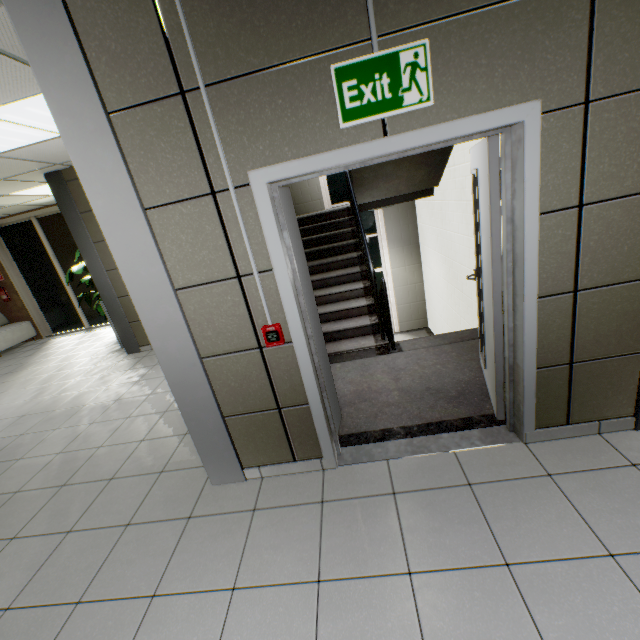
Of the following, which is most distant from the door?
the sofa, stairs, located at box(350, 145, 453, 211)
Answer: the sofa

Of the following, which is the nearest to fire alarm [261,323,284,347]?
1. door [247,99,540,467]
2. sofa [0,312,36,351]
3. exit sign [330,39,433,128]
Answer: door [247,99,540,467]

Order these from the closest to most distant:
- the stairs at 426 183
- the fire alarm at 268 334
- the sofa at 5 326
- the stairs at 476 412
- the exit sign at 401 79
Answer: the exit sign at 401 79
the fire alarm at 268 334
the stairs at 476 412
the stairs at 426 183
the sofa at 5 326

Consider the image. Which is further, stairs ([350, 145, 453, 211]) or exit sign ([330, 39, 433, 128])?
stairs ([350, 145, 453, 211])

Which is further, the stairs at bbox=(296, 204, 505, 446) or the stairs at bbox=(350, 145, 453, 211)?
the stairs at bbox=(350, 145, 453, 211)

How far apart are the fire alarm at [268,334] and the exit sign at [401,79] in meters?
1.2 m

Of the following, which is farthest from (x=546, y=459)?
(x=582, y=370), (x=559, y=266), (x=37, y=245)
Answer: (x=37, y=245)

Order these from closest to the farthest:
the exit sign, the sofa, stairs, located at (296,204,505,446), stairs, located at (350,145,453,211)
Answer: the exit sign, stairs, located at (296,204,505,446), stairs, located at (350,145,453,211), the sofa
